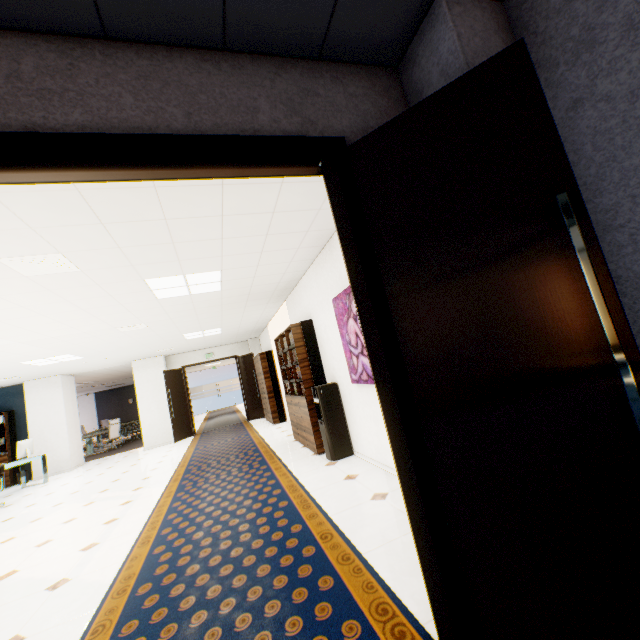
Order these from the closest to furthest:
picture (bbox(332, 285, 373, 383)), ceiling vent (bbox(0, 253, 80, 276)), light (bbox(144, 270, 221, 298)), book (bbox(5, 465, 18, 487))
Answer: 1. ceiling vent (bbox(0, 253, 80, 276))
2. picture (bbox(332, 285, 373, 383))
3. light (bbox(144, 270, 221, 298))
4. book (bbox(5, 465, 18, 487))

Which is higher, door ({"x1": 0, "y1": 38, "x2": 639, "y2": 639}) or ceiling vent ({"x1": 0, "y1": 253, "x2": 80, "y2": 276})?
ceiling vent ({"x1": 0, "y1": 253, "x2": 80, "y2": 276})

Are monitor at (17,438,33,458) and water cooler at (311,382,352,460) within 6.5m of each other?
no

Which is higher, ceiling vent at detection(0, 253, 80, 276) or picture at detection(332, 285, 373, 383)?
ceiling vent at detection(0, 253, 80, 276)

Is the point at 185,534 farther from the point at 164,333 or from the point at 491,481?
the point at 164,333

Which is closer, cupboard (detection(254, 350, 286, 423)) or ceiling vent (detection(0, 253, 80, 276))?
ceiling vent (detection(0, 253, 80, 276))

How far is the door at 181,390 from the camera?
11.0m

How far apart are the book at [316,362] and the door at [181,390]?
5.1 meters
